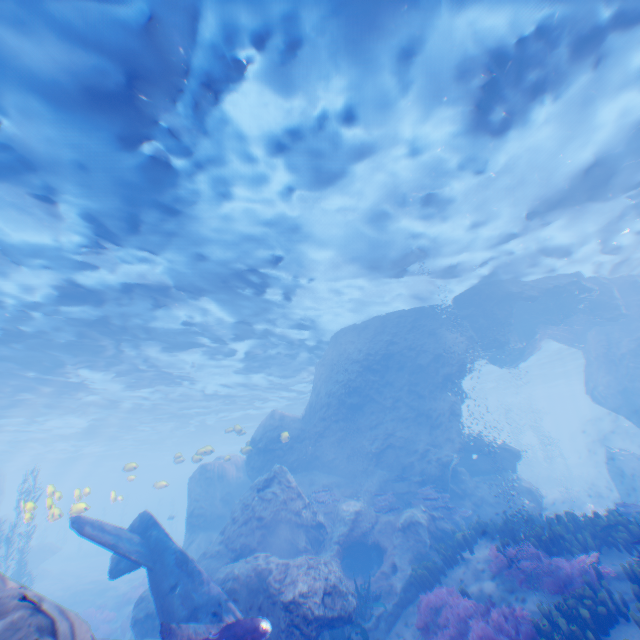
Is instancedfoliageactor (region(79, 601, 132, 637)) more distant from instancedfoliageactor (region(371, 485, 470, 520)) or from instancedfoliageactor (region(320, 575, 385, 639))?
instancedfoliageactor (region(371, 485, 470, 520))

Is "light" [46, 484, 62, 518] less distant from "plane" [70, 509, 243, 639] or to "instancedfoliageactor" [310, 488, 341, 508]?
"plane" [70, 509, 243, 639]

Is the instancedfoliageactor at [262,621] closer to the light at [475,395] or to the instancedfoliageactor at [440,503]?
the instancedfoliageactor at [440,503]

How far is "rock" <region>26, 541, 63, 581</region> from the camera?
28.4m

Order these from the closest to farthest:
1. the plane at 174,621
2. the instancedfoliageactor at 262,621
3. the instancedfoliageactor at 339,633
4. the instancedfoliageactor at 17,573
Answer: the instancedfoliageactor at 262,621, the plane at 174,621, the instancedfoliageactor at 339,633, the instancedfoliageactor at 17,573

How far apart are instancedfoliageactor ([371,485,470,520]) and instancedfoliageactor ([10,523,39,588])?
20.29m

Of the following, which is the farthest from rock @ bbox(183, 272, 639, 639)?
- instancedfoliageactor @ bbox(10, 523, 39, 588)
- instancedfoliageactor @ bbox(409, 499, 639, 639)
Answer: instancedfoliageactor @ bbox(10, 523, 39, 588)

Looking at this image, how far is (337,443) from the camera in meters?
17.7
